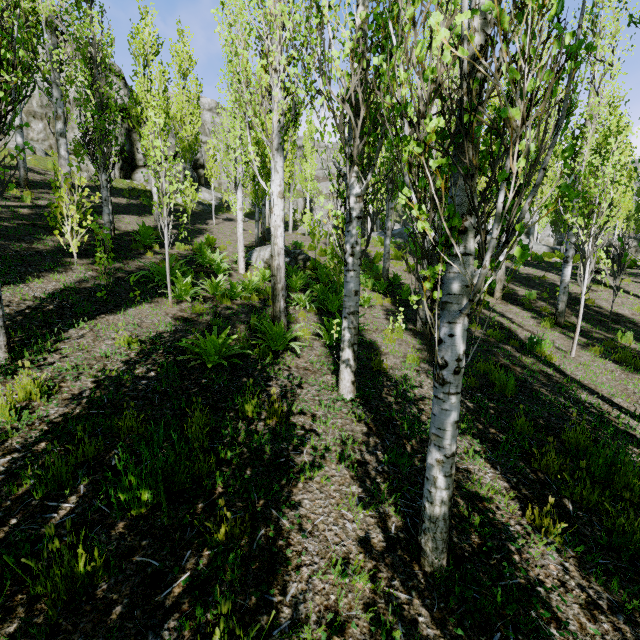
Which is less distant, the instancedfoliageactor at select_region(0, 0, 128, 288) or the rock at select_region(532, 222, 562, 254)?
the instancedfoliageactor at select_region(0, 0, 128, 288)

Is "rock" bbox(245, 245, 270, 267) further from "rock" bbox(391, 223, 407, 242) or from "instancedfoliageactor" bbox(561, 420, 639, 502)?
"rock" bbox(391, 223, 407, 242)

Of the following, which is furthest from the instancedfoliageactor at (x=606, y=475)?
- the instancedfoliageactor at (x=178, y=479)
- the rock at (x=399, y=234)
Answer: the instancedfoliageactor at (x=178, y=479)

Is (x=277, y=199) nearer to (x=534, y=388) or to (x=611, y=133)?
(x=534, y=388)

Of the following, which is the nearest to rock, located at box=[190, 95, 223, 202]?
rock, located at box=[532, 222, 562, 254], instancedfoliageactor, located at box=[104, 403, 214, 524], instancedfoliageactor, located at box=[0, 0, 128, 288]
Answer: instancedfoliageactor, located at box=[0, 0, 128, 288]

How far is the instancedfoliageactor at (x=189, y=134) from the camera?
6.62m

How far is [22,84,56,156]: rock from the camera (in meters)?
18.39

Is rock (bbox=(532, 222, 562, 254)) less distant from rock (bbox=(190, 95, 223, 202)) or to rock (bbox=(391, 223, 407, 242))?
rock (bbox=(391, 223, 407, 242))
